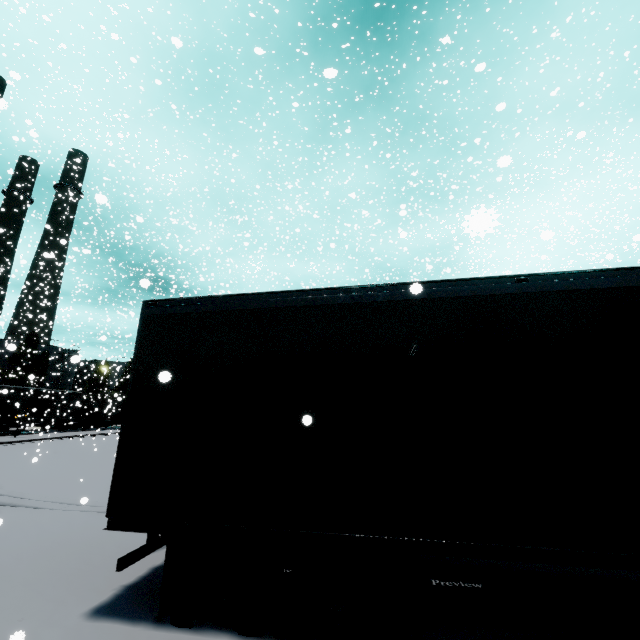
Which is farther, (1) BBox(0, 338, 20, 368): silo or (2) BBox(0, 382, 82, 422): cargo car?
(2) BBox(0, 382, 82, 422): cargo car

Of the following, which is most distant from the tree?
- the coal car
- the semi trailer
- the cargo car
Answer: the semi trailer

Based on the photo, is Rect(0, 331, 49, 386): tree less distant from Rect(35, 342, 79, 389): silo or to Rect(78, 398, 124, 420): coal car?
Rect(35, 342, 79, 389): silo

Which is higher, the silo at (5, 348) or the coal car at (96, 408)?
the silo at (5, 348)

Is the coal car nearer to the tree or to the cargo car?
the cargo car

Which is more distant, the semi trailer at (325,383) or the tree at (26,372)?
the tree at (26,372)

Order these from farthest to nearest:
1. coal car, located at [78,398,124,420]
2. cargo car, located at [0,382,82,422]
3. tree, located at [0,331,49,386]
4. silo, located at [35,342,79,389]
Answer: tree, located at [0,331,49,386] → coal car, located at [78,398,124,420] → silo, located at [35,342,79,389] → cargo car, located at [0,382,82,422]

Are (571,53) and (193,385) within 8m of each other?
no
